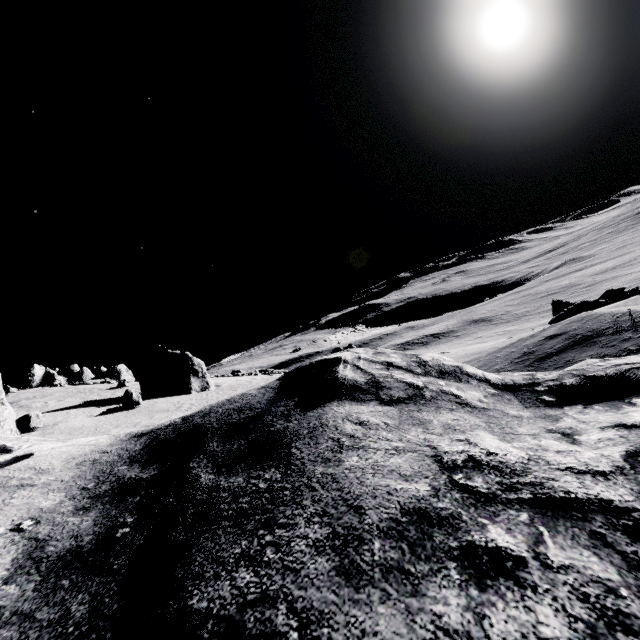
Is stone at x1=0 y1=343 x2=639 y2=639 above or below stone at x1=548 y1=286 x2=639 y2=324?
above

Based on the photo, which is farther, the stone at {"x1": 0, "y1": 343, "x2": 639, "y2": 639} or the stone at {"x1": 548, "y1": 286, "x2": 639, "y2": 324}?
the stone at {"x1": 548, "y1": 286, "x2": 639, "y2": 324}

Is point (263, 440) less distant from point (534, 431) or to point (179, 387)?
point (534, 431)

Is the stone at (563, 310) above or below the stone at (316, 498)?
below

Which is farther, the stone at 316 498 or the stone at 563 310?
the stone at 563 310
